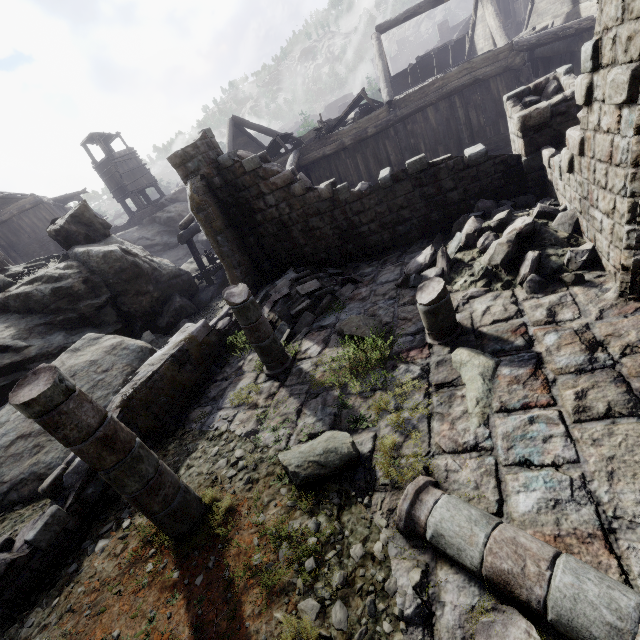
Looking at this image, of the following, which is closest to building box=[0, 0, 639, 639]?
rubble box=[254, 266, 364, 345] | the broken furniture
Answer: rubble box=[254, 266, 364, 345]

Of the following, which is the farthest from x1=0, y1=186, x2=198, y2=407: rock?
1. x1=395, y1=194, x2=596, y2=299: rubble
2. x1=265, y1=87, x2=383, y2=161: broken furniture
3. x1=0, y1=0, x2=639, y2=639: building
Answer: x1=395, y1=194, x2=596, y2=299: rubble

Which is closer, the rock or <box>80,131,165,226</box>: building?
the rock

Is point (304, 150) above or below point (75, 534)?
above

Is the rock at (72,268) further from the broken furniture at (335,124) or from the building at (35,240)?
the broken furniture at (335,124)

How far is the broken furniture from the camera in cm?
1455

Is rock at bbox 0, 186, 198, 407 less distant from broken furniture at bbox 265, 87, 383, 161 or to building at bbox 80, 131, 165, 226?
building at bbox 80, 131, 165, 226

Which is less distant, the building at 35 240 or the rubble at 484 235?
the rubble at 484 235
